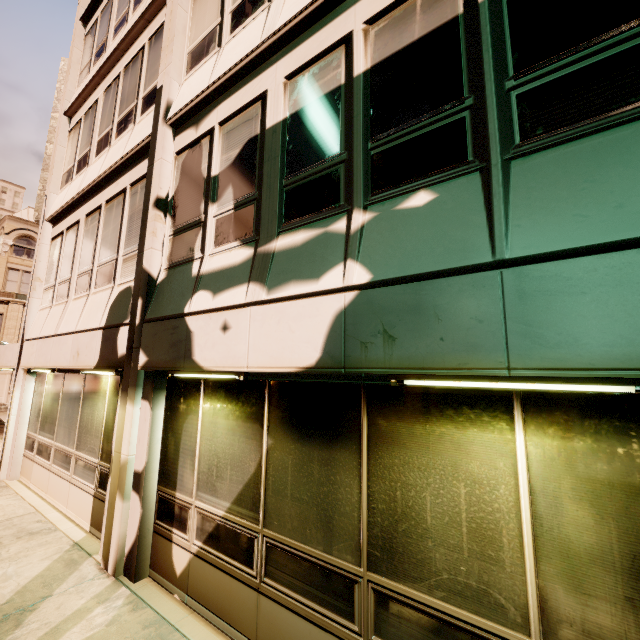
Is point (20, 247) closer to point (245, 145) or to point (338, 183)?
point (245, 145)
